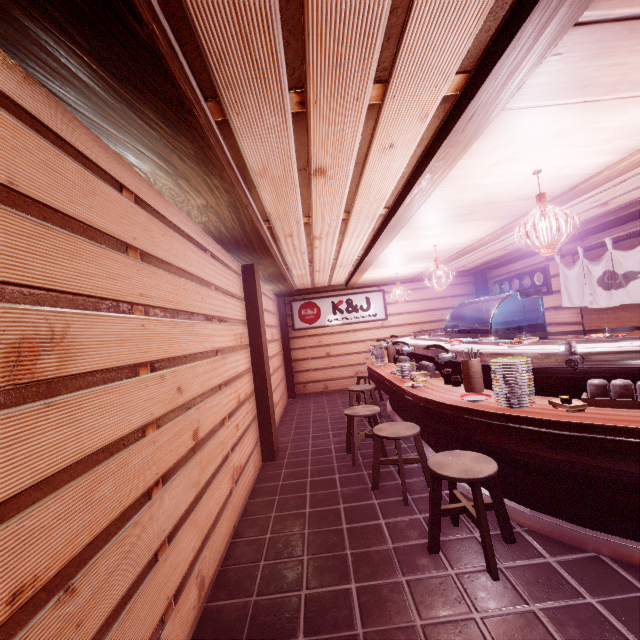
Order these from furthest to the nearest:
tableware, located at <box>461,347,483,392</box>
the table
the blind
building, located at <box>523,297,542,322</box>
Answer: building, located at <box>523,297,542,322</box>
the blind
tableware, located at <box>461,347,483,392</box>
the table

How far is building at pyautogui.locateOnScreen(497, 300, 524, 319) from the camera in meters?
14.0 m

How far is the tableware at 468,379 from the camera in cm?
553

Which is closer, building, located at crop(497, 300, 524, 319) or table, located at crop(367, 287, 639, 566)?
table, located at crop(367, 287, 639, 566)

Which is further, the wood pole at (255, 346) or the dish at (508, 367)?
the wood pole at (255, 346)

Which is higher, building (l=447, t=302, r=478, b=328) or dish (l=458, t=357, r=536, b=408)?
building (l=447, t=302, r=478, b=328)

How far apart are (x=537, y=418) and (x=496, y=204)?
4.38m

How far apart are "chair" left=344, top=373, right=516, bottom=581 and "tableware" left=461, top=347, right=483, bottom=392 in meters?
1.1
